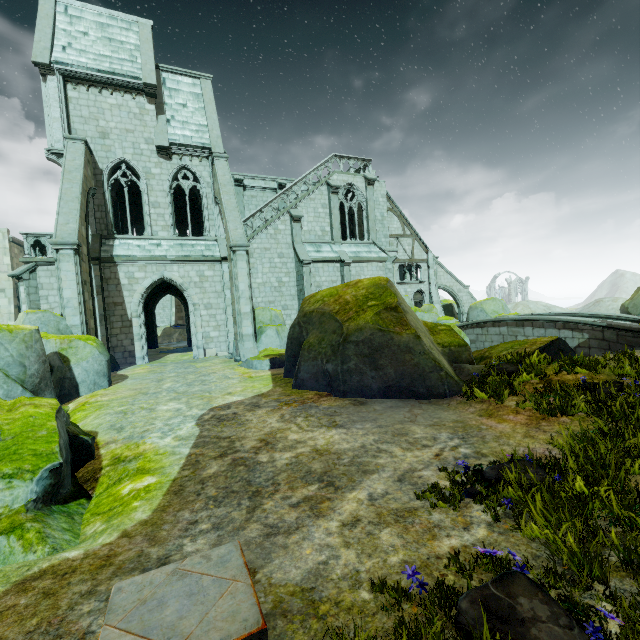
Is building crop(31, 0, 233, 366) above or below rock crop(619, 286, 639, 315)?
above

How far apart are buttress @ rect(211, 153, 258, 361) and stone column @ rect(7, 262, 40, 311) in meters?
9.7

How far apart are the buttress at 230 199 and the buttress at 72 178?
5.9m

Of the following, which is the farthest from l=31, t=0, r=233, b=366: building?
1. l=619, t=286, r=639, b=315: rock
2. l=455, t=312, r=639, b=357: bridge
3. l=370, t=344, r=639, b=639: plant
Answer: l=370, t=344, r=639, b=639: plant

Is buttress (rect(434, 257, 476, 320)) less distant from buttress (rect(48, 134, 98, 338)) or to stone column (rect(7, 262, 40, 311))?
buttress (rect(48, 134, 98, 338))

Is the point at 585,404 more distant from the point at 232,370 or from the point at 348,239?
the point at 348,239

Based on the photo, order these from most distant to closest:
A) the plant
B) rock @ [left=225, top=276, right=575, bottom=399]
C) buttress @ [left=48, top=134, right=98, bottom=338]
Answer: buttress @ [left=48, top=134, right=98, bottom=338] < rock @ [left=225, top=276, right=575, bottom=399] < the plant

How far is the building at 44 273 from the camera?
16.61m
